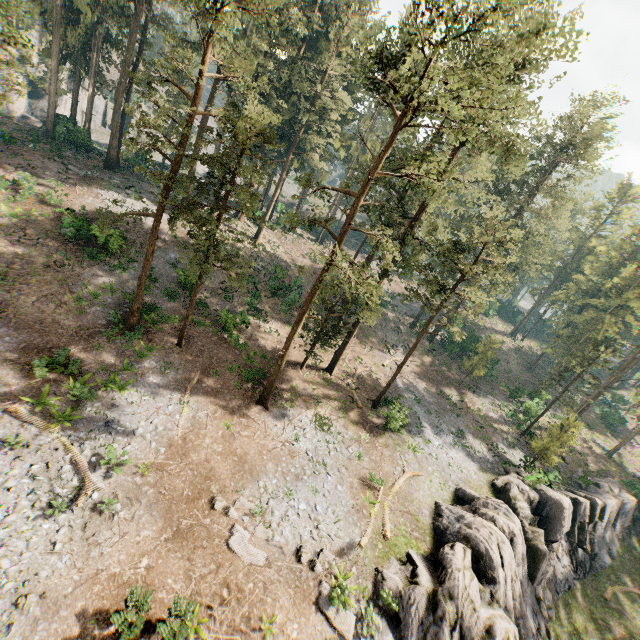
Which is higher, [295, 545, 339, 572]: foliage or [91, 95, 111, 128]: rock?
[91, 95, 111, 128]: rock

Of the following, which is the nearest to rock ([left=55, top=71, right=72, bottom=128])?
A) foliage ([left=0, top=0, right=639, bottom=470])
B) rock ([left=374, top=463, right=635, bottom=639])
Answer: foliage ([left=0, top=0, right=639, bottom=470])

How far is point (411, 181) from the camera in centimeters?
1794cm

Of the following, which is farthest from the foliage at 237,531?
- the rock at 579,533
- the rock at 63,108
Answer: the rock at 579,533

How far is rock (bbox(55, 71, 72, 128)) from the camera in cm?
3991

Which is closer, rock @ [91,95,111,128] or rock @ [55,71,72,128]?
rock @ [55,71,72,128]

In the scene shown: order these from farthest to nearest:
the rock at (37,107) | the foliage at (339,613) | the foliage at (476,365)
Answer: the rock at (37,107) → the foliage at (476,365) → the foliage at (339,613)

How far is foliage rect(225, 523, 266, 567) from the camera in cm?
1453
